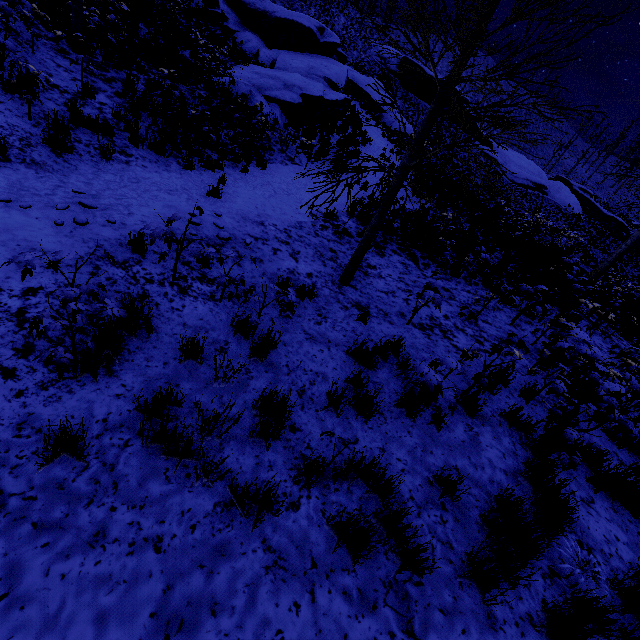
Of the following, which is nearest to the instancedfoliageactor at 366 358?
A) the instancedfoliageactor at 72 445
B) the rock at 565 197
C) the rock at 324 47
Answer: the instancedfoliageactor at 72 445

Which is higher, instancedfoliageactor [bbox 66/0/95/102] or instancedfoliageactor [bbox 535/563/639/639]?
instancedfoliageactor [bbox 66/0/95/102]

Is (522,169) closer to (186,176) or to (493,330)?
(493,330)

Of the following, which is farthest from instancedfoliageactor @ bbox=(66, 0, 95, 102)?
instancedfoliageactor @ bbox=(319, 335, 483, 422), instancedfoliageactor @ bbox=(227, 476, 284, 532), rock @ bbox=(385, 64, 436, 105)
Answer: rock @ bbox=(385, 64, 436, 105)

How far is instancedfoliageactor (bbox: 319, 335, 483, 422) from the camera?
3.50m

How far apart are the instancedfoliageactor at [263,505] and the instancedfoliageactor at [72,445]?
1.2m

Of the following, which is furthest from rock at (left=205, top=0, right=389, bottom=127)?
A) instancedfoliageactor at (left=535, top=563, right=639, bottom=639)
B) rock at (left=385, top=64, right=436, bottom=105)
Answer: instancedfoliageactor at (left=535, top=563, right=639, bottom=639)

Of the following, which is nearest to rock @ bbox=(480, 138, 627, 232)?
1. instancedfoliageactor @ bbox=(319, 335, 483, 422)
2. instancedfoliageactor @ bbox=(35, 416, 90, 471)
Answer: instancedfoliageactor @ bbox=(319, 335, 483, 422)
